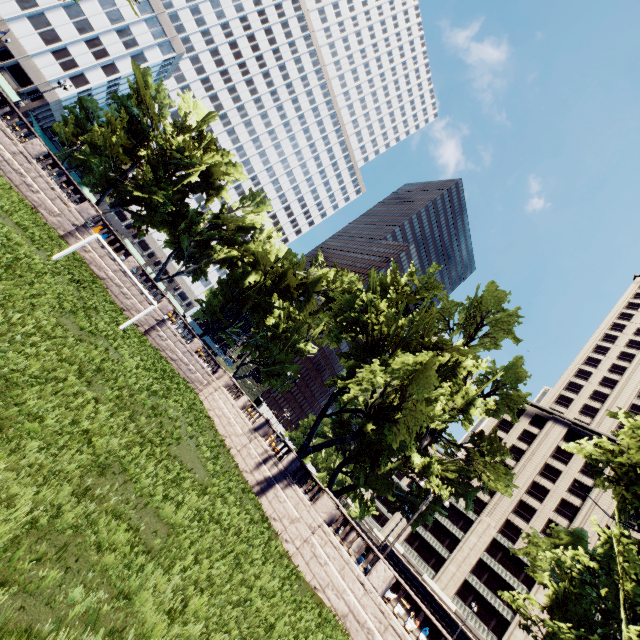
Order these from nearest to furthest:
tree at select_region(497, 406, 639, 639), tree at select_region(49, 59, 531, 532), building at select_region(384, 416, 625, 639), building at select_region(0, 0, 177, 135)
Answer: tree at select_region(497, 406, 639, 639) → tree at select_region(49, 59, 531, 532) → building at select_region(384, 416, 625, 639) → building at select_region(0, 0, 177, 135)

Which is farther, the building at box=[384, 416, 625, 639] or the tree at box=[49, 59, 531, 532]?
the building at box=[384, 416, 625, 639]

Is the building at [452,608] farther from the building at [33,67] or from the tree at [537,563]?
the building at [33,67]

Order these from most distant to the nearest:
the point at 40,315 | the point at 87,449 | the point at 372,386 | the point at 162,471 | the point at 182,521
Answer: the point at 372,386, the point at 40,315, the point at 162,471, the point at 182,521, the point at 87,449

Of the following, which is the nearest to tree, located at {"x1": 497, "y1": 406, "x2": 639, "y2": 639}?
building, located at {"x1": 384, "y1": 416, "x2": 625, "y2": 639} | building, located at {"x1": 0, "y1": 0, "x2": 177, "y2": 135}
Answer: building, located at {"x1": 0, "y1": 0, "x2": 177, "y2": 135}
